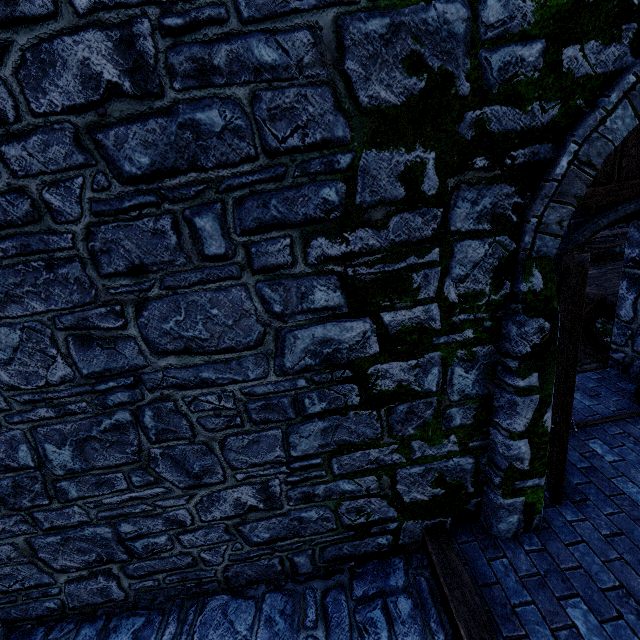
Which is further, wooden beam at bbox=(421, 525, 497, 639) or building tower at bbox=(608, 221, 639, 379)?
building tower at bbox=(608, 221, 639, 379)

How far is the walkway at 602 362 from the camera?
5.4m

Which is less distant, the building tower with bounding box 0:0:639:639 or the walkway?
the building tower with bounding box 0:0:639:639

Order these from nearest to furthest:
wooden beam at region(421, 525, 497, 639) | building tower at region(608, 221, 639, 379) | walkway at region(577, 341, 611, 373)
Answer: wooden beam at region(421, 525, 497, 639)
building tower at region(608, 221, 639, 379)
walkway at region(577, 341, 611, 373)

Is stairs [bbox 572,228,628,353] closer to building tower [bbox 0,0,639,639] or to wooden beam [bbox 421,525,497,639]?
building tower [bbox 0,0,639,639]

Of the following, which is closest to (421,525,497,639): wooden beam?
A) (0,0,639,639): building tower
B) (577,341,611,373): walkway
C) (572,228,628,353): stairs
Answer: (0,0,639,639): building tower

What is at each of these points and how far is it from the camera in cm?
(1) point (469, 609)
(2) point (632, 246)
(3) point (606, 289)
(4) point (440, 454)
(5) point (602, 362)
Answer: (1) wooden beam, 265
(2) building tower, 461
(3) stairs, 625
(4) building tower, 302
(5) walkway, 550

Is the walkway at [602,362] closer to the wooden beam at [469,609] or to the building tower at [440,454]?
the building tower at [440,454]
